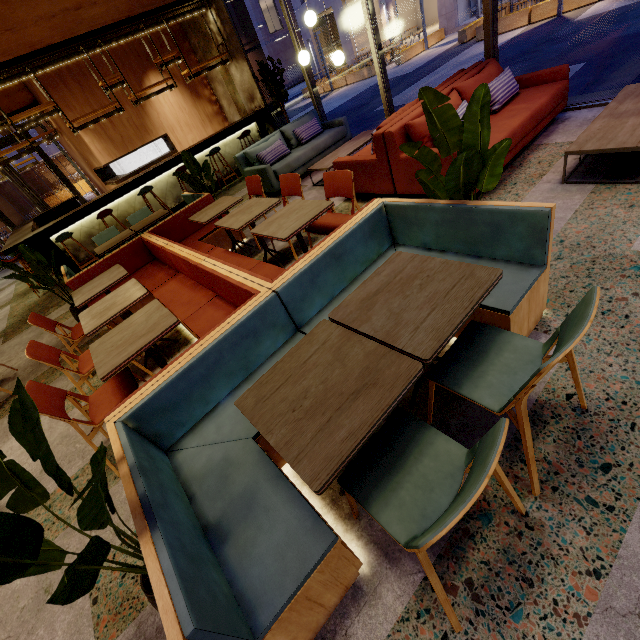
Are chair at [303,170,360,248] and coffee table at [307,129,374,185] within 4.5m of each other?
yes

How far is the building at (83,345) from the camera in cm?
454

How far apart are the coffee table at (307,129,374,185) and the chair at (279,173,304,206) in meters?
1.5

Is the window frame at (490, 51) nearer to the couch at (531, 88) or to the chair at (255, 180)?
the couch at (531, 88)

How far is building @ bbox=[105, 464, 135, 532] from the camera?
2.19m

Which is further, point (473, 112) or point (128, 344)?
point (128, 344)

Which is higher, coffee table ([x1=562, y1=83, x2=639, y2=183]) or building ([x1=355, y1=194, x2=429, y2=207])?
coffee table ([x1=562, y1=83, x2=639, y2=183])

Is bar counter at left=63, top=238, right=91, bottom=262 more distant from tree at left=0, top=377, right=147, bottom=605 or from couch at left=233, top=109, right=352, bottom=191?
A: tree at left=0, top=377, right=147, bottom=605
